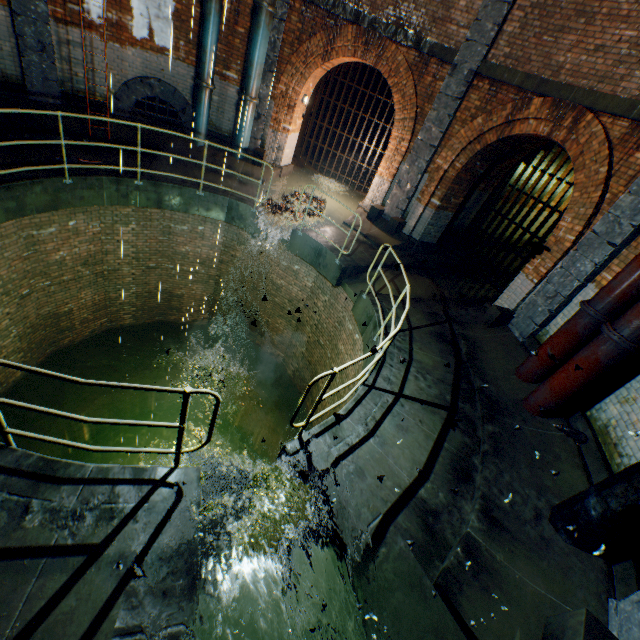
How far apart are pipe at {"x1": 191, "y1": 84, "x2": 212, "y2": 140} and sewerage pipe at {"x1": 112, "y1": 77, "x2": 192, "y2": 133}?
0.2m

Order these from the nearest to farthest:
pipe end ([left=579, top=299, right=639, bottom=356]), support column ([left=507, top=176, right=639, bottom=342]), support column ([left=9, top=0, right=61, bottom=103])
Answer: pipe end ([left=579, top=299, right=639, bottom=356]), support column ([left=507, top=176, right=639, bottom=342]), support column ([left=9, top=0, right=61, bottom=103])

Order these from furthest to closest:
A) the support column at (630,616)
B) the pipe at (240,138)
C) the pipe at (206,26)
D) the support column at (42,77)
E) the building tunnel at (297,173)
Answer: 1. the building tunnel at (297,173)
2. the pipe at (240,138)
3. the pipe at (206,26)
4. the support column at (42,77)
5. the support column at (630,616)

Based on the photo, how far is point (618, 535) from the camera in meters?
3.4

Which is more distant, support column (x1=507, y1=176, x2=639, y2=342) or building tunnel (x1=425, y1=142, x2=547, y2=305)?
building tunnel (x1=425, y1=142, x2=547, y2=305)

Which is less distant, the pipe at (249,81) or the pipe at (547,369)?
the pipe at (547,369)

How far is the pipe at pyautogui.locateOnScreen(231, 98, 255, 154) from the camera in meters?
9.8 m

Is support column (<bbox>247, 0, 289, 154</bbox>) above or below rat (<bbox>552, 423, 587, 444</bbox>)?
above
